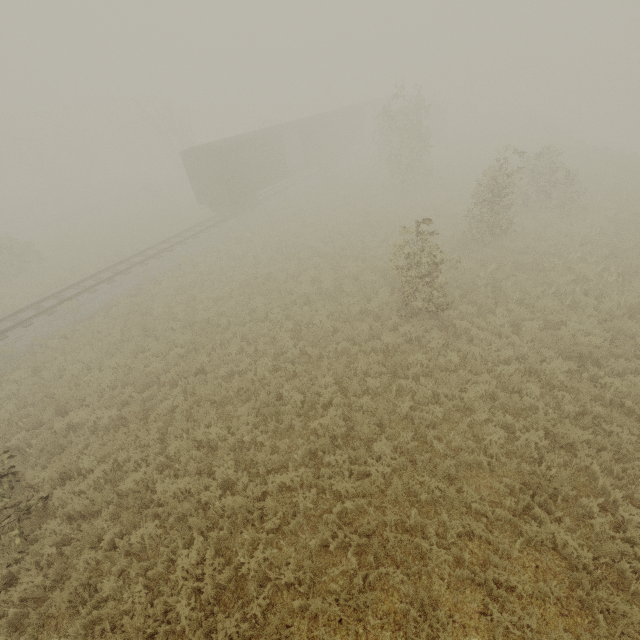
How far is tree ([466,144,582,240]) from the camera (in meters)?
13.30

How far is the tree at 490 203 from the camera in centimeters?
1330cm

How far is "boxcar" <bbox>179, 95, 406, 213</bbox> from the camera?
22.3m

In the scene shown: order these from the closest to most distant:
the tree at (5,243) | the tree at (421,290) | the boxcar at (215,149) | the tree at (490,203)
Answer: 1. the tree at (421,290)
2. the tree at (490,203)
3. the tree at (5,243)
4. the boxcar at (215,149)

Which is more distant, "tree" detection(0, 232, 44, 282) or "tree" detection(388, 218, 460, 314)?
"tree" detection(0, 232, 44, 282)

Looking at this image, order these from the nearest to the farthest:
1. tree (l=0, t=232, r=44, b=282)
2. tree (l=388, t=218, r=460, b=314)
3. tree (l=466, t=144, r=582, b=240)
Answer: tree (l=388, t=218, r=460, b=314) → tree (l=466, t=144, r=582, b=240) → tree (l=0, t=232, r=44, b=282)

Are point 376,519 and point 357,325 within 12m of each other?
yes
